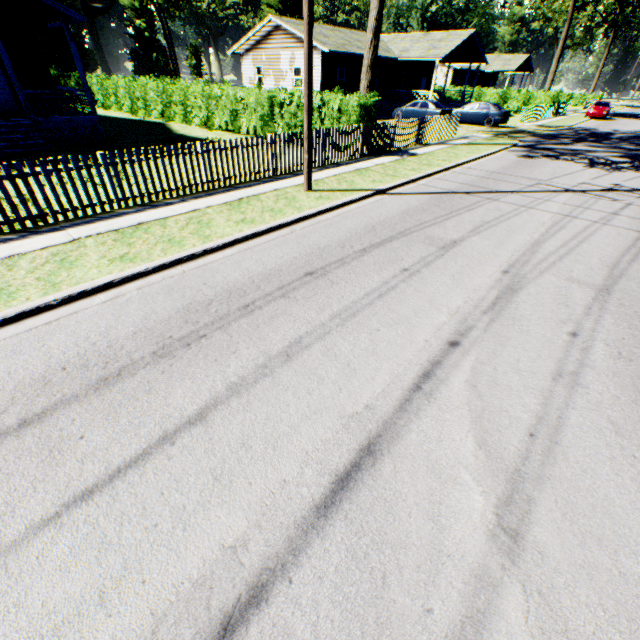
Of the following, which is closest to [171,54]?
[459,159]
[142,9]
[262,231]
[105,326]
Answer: [142,9]

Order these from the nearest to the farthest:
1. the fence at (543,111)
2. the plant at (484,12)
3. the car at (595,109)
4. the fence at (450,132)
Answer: the fence at (450,132)
the fence at (543,111)
the car at (595,109)
the plant at (484,12)

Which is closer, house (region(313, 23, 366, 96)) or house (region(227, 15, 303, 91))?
house (region(313, 23, 366, 96))

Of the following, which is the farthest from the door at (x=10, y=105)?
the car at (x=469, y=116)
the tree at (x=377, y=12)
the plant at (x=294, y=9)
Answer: the plant at (x=294, y=9)

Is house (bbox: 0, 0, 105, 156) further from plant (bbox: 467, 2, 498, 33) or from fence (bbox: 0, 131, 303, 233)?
plant (bbox: 467, 2, 498, 33)

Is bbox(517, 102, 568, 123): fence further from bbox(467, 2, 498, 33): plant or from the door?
the door

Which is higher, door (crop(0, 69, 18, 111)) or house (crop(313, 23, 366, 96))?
house (crop(313, 23, 366, 96))

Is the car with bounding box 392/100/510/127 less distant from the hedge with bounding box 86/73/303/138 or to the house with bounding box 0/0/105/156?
the hedge with bounding box 86/73/303/138
